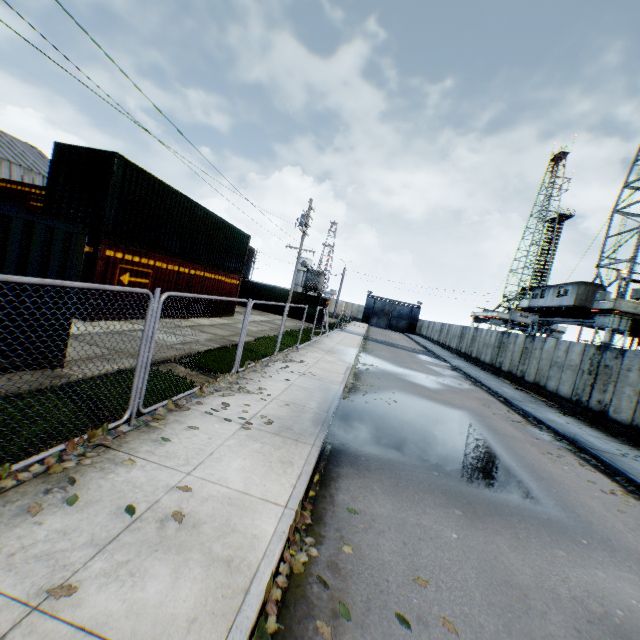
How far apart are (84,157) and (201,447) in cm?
1184

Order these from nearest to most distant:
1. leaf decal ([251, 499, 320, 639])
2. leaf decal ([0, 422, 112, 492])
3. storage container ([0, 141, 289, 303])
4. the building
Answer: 1. leaf decal ([251, 499, 320, 639])
2. leaf decal ([0, 422, 112, 492])
3. storage container ([0, 141, 289, 303])
4. the building

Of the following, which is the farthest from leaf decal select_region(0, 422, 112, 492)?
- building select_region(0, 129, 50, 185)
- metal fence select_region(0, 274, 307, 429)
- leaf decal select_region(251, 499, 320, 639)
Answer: building select_region(0, 129, 50, 185)

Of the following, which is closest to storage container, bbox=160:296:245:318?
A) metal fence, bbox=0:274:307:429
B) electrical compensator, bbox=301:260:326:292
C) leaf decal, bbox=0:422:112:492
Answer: metal fence, bbox=0:274:307:429

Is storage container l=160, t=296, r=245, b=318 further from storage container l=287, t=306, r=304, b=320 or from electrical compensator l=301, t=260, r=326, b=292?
electrical compensator l=301, t=260, r=326, b=292

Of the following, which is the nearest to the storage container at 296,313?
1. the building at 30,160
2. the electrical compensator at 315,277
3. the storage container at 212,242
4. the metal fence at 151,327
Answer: the electrical compensator at 315,277

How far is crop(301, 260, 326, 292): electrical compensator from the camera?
43.3 meters

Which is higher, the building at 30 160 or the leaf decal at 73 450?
the building at 30 160
